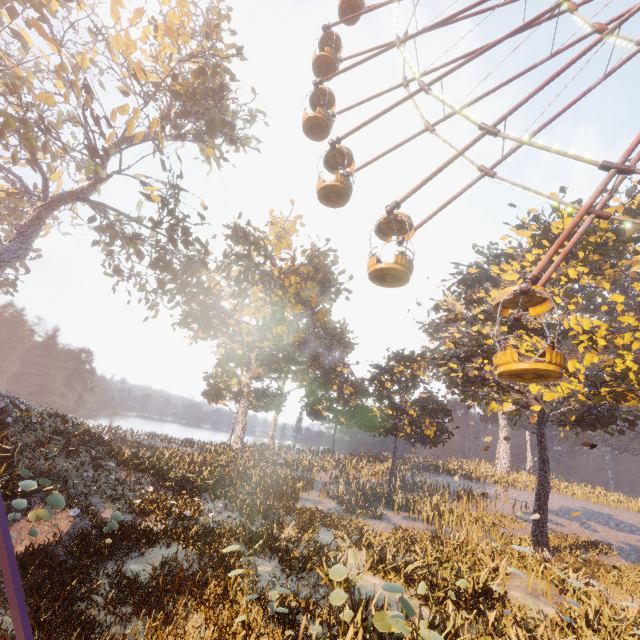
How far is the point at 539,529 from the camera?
17.14m

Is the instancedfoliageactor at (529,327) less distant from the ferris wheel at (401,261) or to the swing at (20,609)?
the ferris wheel at (401,261)

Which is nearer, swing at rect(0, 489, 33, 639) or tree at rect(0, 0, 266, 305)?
swing at rect(0, 489, 33, 639)

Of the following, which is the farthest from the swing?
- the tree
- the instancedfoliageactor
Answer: the tree

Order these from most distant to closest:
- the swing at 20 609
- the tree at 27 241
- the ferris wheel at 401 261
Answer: the tree at 27 241 → the ferris wheel at 401 261 → the swing at 20 609

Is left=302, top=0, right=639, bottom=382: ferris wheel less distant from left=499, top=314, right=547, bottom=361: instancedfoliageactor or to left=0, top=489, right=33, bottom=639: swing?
left=499, top=314, right=547, bottom=361: instancedfoliageactor

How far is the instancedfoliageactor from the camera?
14.8 meters

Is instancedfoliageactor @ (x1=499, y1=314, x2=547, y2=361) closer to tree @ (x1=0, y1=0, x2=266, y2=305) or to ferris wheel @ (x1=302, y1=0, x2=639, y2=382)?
ferris wheel @ (x1=302, y1=0, x2=639, y2=382)
